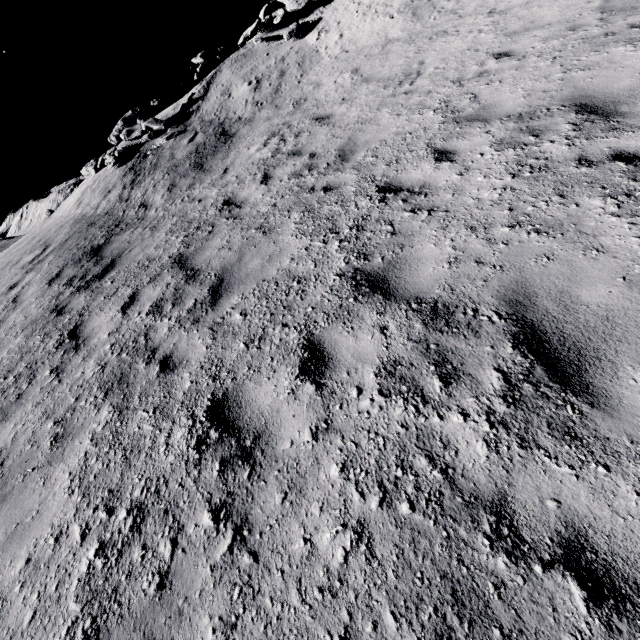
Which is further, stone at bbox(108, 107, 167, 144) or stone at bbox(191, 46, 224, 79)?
stone at bbox(191, 46, 224, 79)

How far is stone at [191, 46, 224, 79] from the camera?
16.39m

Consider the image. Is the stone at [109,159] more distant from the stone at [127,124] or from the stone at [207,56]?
the stone at [207,56]

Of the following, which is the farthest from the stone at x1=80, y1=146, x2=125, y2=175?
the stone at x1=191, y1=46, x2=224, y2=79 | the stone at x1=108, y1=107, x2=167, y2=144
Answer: the stone at x1=191, y1=46, x2=224, y2=79

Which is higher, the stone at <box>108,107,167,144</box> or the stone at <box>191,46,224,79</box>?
the stone at <box>191,46,224,79</box>

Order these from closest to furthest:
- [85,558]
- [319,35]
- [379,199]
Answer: [85,558]
[379,199]
[319,35]
